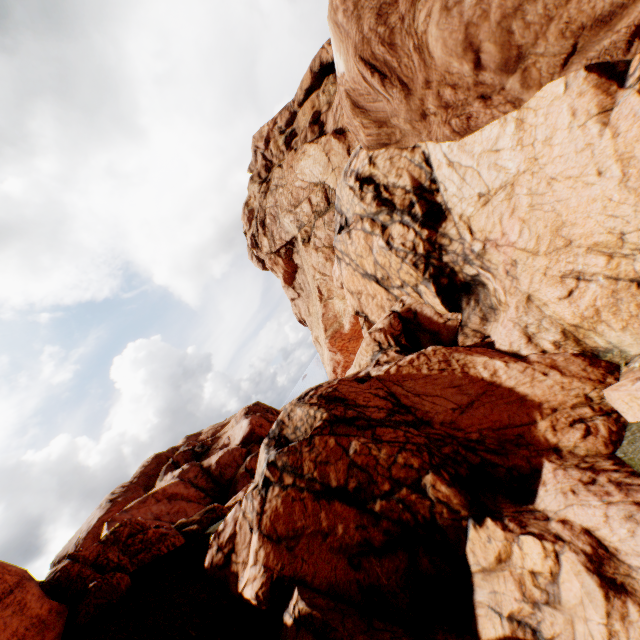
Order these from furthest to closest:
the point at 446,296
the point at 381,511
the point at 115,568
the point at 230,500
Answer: the point at 230,500
the point at 446,296
the point at 115,568
the point at 381,511
